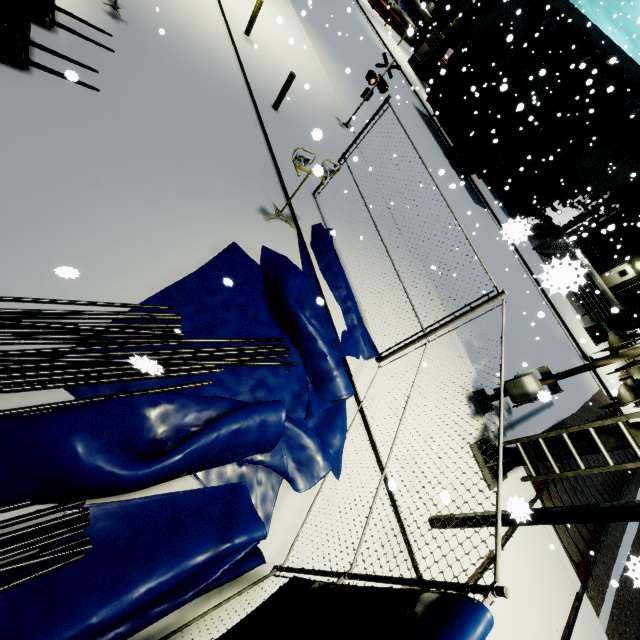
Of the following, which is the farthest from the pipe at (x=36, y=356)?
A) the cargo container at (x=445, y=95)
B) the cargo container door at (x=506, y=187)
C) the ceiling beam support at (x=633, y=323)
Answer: the ceiling beam support at (x=633, y=323)

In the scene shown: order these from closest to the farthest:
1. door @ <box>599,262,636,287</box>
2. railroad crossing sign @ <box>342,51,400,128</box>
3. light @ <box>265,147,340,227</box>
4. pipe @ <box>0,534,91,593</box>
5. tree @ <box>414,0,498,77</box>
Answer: pipe @ <box>0,534,91,593</box> < light @ <box>265,147,340,227</box> < railroad crossing sign @ <box>342,51,400,128</box> < tree @ <box>414,0,498,77</box> < door @ <box>599,262,636,287</box>

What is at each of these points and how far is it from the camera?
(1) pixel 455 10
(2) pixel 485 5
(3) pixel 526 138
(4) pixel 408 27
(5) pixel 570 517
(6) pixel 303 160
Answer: (1) building, 41.19m
(2) tree, 29.31m
(3) roll-up door, 27.06m
(4) concrete pipe stack, 44.28m
(5) light, 4.44m
(6) light, 6.84m

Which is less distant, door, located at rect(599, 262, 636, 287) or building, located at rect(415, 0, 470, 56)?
door, located at rect(599, 262, 636, 287)

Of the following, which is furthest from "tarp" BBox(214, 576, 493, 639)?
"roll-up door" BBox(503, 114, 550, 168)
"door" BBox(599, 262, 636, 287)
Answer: "roll-up door" BBox(503, 114, 550, 168)

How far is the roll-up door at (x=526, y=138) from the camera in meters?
26.2

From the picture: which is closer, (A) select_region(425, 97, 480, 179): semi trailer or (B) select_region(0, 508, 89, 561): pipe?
(B) select_region(0, 508, 89, 561): pipe

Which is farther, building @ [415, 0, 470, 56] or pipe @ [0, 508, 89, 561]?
building @ [415, 0, 470, 56]
